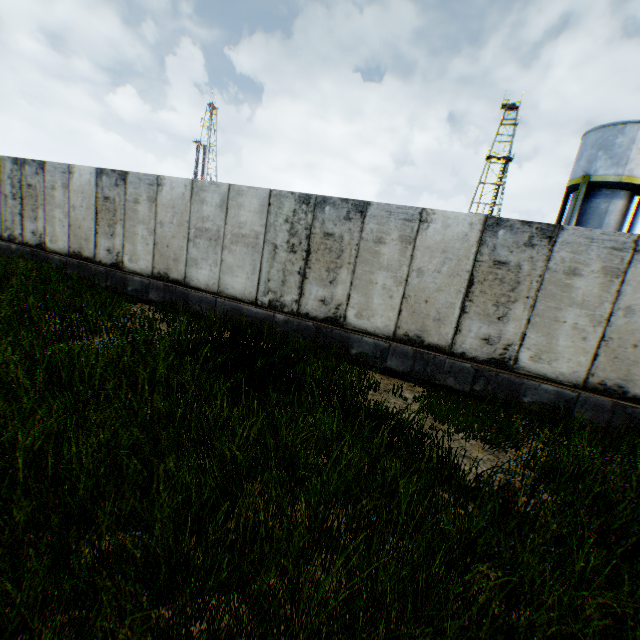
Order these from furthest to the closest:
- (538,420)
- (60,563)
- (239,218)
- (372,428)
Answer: (239,218) → (538,420) → (372,428) → (60,563)
